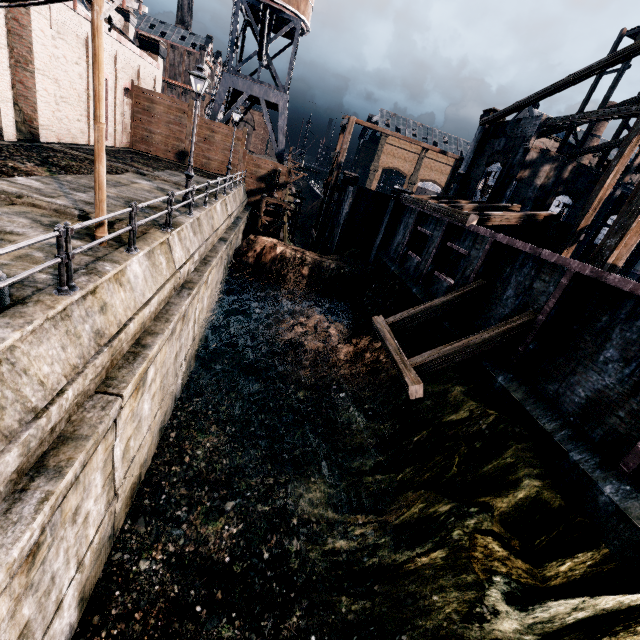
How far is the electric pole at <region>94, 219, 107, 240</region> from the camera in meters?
8.6

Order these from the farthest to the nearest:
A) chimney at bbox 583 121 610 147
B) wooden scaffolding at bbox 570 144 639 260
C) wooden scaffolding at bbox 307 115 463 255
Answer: chimney at bbox 583 121 610 147
wooden scaffolding at bbox 307 115 463 255
wooden scaffolding at bbox 570 144 639 260

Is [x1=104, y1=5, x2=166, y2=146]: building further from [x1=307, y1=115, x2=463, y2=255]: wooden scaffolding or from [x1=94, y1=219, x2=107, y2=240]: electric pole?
[x1=307, y1=115, x2=463, y2=255]: wooden scaffolding

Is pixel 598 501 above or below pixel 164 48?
below

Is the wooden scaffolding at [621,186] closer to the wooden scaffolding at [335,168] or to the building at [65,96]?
the wooden scaffolding at [335,168]

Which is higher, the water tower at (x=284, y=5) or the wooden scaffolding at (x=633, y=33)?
the wooden scaffolding at (x=633, y=33)

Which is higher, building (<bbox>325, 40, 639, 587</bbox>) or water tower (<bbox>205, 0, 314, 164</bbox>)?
water tower (<bbox>205, 0, 314, 164</bbox>)

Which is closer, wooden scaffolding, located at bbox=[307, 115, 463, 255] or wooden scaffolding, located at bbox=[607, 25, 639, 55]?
wooden scaffolding, located at bbox=[607, 25, 639, 55]
